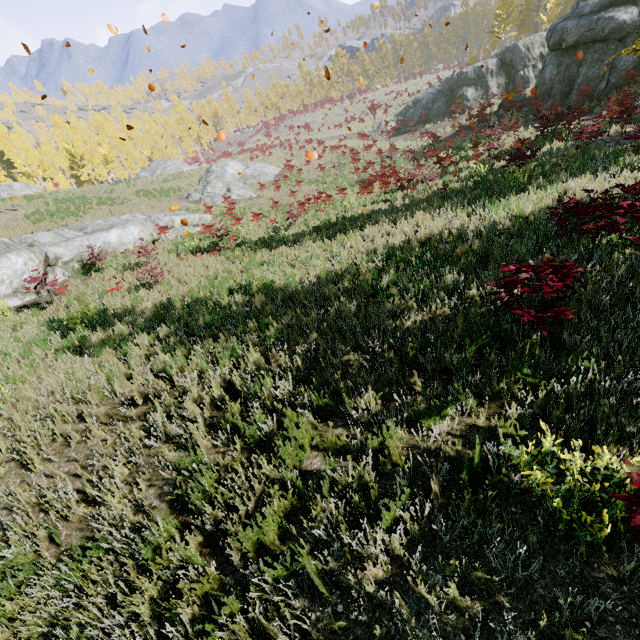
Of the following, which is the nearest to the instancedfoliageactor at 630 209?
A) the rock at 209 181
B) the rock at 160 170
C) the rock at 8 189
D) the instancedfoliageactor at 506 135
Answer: the instancedfoliageactor at 506 135

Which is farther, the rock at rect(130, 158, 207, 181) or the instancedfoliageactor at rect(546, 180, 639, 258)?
the rock at rect(130, 158, 207, 181)

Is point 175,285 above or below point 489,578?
below

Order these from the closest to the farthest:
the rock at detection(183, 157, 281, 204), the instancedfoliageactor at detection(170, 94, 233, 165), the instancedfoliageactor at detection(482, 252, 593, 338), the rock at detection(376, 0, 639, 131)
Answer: the instancedfoliageactor at detection(482, 252, 593, 338) → the rock at detection(376, 0, 639, 131) → the rock at detection(183, 157, 281, 204) → the instancedfoliageactor at detection(170, 94, 233, 165)

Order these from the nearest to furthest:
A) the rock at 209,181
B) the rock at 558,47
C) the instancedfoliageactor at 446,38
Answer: the rock at 558,47 < the rock at 209,181 < the instancedfoliageactor at 446,38

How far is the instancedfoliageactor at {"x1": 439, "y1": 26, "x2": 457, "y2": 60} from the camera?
57.56m

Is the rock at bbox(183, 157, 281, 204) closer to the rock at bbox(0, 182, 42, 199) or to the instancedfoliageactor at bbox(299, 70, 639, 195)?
the instancedfoliageactor at bbox(299, 70, 639, 195)
